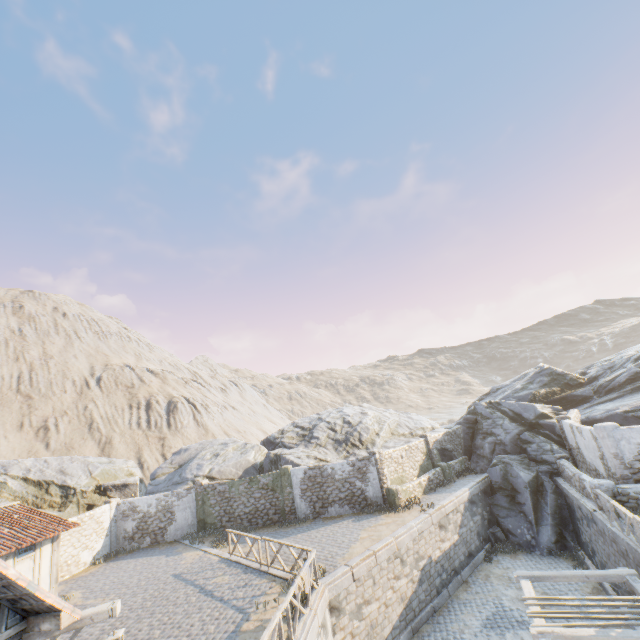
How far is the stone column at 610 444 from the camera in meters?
12.9 m

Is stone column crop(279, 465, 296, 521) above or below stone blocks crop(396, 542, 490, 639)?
above

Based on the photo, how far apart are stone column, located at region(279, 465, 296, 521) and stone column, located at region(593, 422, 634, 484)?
16.2 meters

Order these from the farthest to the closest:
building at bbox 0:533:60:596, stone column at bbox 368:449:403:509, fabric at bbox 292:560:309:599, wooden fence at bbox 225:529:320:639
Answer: stone column at bbox 368:449:403:509
building at bbox 0:533:60:596
fabric at bbox 292:560:309:599
wooden fence at bbox 225:529:320:639

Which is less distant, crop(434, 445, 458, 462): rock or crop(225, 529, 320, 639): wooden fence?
crop(225, 529, 320, 639): wooden fence

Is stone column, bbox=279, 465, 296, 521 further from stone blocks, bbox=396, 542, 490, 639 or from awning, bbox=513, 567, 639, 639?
awning, bbox=513, 567, 639, 639

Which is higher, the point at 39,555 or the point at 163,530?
the point at 39,555

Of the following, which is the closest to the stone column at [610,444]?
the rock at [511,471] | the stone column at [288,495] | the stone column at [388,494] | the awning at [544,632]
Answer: the awning at [544,632]
